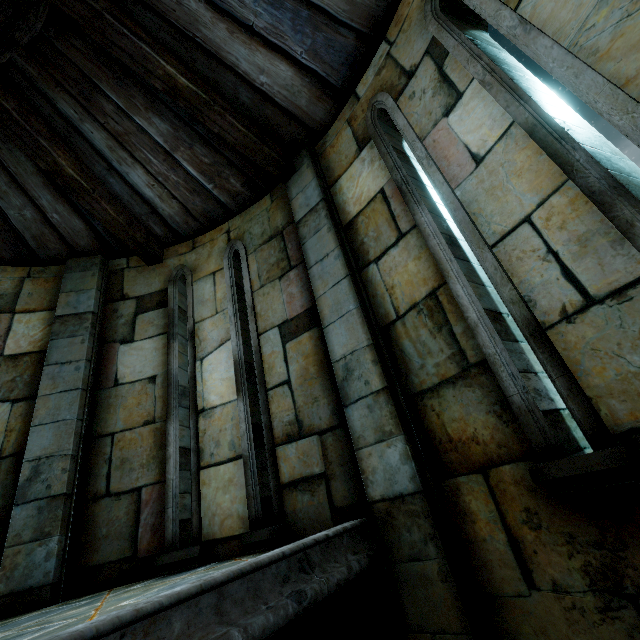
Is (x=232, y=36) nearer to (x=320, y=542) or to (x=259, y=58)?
(x=259, y=58)
